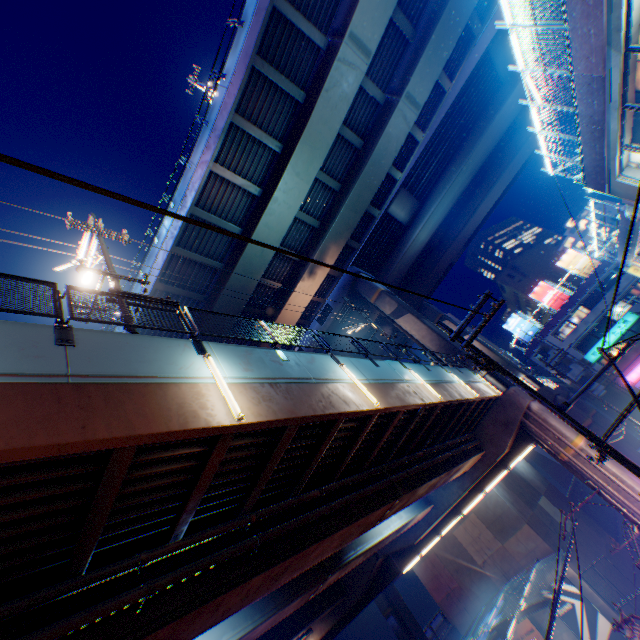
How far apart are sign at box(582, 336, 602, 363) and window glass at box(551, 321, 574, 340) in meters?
3.0 m

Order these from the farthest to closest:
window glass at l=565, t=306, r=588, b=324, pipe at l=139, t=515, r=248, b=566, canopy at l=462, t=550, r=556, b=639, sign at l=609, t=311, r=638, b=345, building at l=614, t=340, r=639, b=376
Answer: window glass at l=565, t=306, r=588, b=324 < sign at l=609, t=311, r=638, b=345 < building at l=614, t=340, r=639, b=376 < canopy at l=462, t=550, r=556, b=639 < pipe at l=139, t=515, r=248, b=566

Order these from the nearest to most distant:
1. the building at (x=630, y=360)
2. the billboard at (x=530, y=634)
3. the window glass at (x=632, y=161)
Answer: the window glass at (x=632, y=161) < the billboard at (x=530, y=634) < the building at (x=630, y=360)

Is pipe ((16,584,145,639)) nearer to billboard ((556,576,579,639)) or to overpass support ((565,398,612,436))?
overpass support ((565,398,612,436))

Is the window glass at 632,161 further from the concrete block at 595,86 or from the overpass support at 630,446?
the overpass support at 630,446

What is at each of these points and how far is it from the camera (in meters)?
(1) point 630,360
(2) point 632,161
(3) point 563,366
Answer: (1) building, 40.31
(2) window glass, 14.79
(3) building, 46.00

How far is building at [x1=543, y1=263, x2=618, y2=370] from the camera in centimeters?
4281cm
